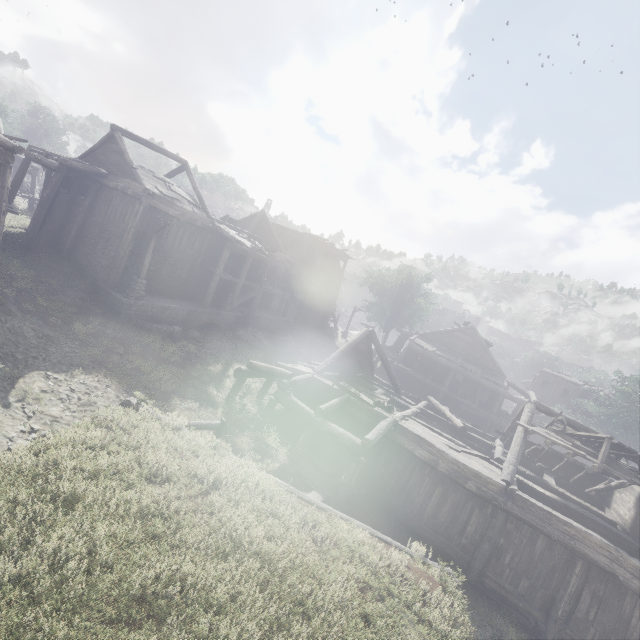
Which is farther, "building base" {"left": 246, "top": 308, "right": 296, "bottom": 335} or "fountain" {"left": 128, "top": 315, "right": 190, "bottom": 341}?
"building base" {"left": 246, "top": 308, "right": 296, "bottom": 335}

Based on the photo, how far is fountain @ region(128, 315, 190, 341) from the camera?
17.4m

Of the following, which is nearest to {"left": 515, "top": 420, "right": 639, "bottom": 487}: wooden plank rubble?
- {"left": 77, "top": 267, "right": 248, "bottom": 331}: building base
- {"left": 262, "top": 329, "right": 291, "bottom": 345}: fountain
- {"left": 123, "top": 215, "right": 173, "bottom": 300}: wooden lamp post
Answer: {"left": 262, "top": 329, "right": 291, "bottom": 345}: fountain

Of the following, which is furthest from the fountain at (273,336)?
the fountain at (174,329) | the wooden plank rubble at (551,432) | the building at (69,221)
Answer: the wooden plank rubble at (551,432)

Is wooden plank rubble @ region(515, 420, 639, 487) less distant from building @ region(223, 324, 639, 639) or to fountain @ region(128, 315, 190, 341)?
building @ region(223, 324, 639, 639)

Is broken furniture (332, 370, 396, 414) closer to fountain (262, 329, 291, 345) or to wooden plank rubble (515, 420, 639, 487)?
wooden plank rubble (515, 420, 639, 487)

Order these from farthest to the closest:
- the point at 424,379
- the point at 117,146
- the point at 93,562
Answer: the point at 424,379
the point at 117,146
the point at 93,562

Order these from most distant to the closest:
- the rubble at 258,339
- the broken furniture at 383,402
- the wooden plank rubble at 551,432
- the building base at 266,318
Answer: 1. the building base at 266,318
2. the rubble at 258,339
3. the broken furniture at 383,402
4. the wooden plank rubble at 551,432
